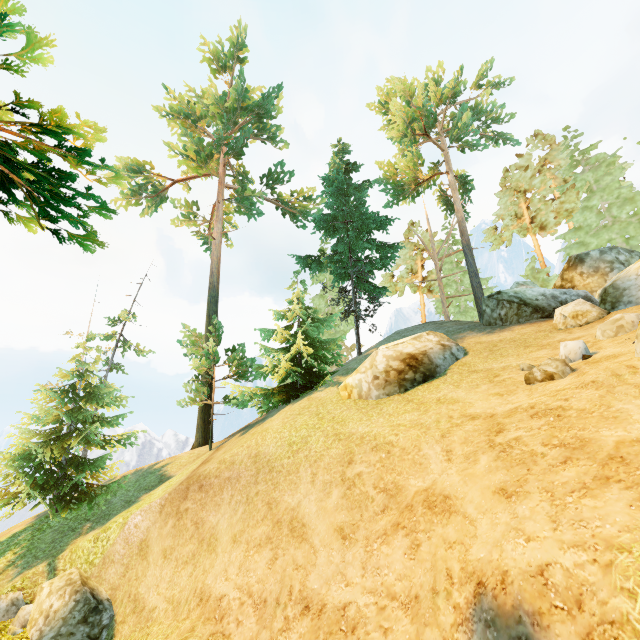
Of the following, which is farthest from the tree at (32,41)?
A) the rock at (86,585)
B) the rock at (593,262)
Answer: the rock at (86,585)

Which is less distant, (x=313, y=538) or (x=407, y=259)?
(x=313, y=538)

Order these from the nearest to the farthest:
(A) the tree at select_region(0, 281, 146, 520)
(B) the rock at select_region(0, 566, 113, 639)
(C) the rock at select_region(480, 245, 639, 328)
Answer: (B) the rock at select_region(0, 566, 113, 639) < (C) the rock at select_region(480, 245, 639, 328) < (A) the tree at select_region(0, 281, 146, 520)

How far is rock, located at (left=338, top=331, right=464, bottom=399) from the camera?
11.8m

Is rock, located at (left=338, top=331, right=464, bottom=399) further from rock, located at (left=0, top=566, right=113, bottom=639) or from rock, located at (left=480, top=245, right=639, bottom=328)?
rock, located at (left=0, top=566, right=113, bottom=639)

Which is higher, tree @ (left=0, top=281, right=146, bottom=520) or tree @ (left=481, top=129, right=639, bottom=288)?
tree @ (left=481, top=129, right=639, bottom=288)

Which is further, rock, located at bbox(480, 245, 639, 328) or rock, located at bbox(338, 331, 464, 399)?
rock, located at bbox(480, 245, 639, 328)

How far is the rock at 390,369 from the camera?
11.8 meters
